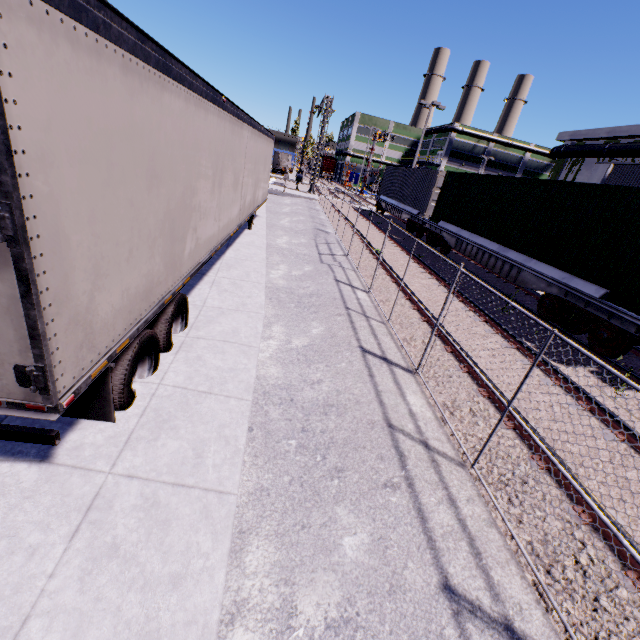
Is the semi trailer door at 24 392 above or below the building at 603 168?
below

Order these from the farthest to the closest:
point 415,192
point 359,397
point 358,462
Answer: point 415,192, point 359,397, point 358,462

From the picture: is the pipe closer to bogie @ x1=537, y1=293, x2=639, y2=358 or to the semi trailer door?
bogie @ x1=537, y1=293, x2=639, y2=358

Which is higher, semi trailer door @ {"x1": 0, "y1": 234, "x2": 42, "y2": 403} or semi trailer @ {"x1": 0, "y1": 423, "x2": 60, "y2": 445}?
semi trailer door @ {"x1": 0, "y1": 234, "x2": 42, "y2": 403}

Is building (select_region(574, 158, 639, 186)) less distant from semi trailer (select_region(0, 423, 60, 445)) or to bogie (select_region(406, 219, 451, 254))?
semi trailer (select_region(0, 423, 60, 445))

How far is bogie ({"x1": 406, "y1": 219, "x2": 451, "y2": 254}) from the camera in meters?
16.4

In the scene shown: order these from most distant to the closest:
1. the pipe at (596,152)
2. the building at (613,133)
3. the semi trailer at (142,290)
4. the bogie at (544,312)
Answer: the building at (613,133), the pipe at (596,152), the bogie at (544,312), the semi trailer at (142,290)

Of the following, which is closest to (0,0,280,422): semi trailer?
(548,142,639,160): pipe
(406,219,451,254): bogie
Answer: (548,142,639,160): pipe
